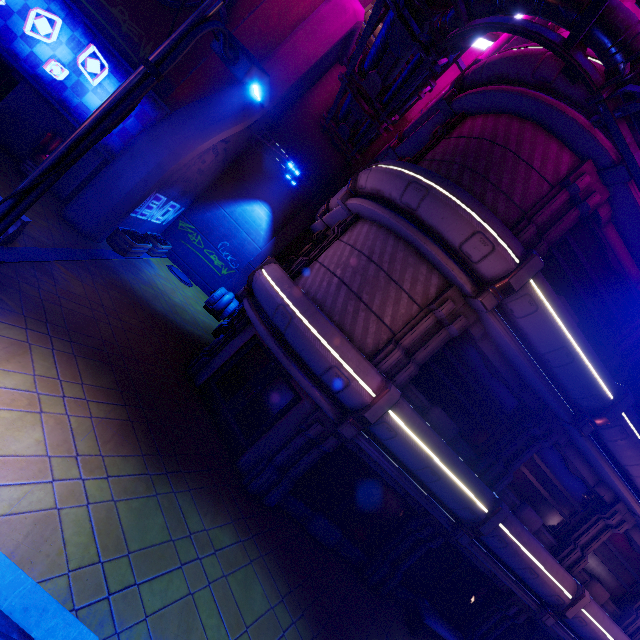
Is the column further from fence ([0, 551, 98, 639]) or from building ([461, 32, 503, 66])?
fence ([0, 551, 98, 639])

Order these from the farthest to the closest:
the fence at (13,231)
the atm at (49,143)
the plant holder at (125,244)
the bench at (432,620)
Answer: the plant holder at (125,244), the atm at (49,143), the bench at (432,620), the fence at (13,231)

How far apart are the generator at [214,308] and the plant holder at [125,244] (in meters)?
3.73

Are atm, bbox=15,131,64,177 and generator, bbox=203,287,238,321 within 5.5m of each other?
no

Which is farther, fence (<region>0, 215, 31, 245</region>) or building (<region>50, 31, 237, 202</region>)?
building (<region>50, 31, 237, 202</region>)

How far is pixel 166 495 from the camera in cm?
630

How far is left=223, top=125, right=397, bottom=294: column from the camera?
19.7 meters

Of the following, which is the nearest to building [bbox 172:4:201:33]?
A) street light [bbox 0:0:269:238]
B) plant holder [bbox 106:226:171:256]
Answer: plant holder [bbox 106:226:171:256]
